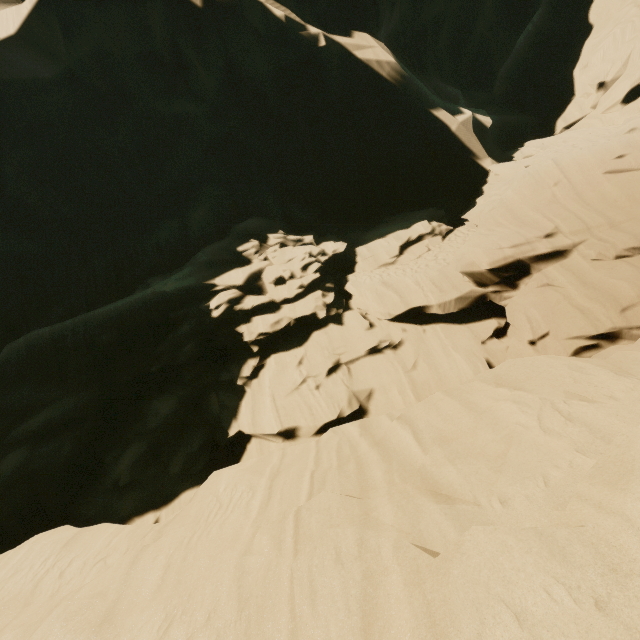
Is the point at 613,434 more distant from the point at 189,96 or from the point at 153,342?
the point at 189,96
